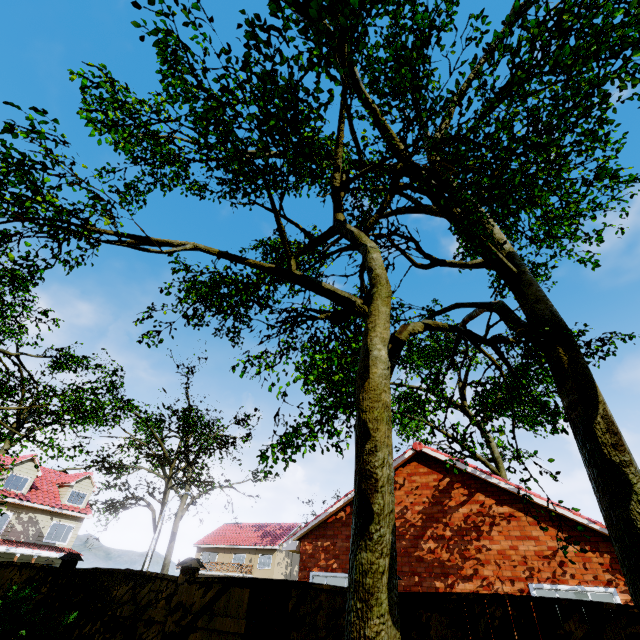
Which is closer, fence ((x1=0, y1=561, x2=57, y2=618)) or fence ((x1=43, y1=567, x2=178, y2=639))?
fence ((x1=43, y1=567, x2=178, y2=639))

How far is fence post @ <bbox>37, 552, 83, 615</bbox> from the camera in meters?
5.6

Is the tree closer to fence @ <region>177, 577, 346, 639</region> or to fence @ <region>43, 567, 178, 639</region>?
fence @ <region>177, 577, 346, 639</region>

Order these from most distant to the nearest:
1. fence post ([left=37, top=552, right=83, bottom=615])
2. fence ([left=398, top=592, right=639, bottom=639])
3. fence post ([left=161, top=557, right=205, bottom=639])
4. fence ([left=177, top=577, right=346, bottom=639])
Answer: fence post ([left=37, top=552, right=83, bottom=615]) < fence post ([left=161, top=557, right=205, bottom=639]) < fence ([left=177, top=577, right=346, bottom=639]) < fence ([left=398, top=592, right=639, bottom=639])

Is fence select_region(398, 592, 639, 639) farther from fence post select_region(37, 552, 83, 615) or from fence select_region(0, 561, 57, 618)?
fence post select_region(37, 552, 83, 615)

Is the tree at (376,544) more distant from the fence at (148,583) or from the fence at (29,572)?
the fence at (148,583)

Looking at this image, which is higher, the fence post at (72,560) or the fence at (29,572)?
the fence post at (72,560)

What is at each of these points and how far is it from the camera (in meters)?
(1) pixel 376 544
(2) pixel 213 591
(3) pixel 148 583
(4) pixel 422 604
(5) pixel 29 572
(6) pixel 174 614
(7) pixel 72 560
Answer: (1) tree, 2.66
(2) fence, 4.60
(3) fence, 5.11
(4) fence, 3.55
(5) fence, 6.34
(6) fence post, 4.56
(7) fence post, 6.05
